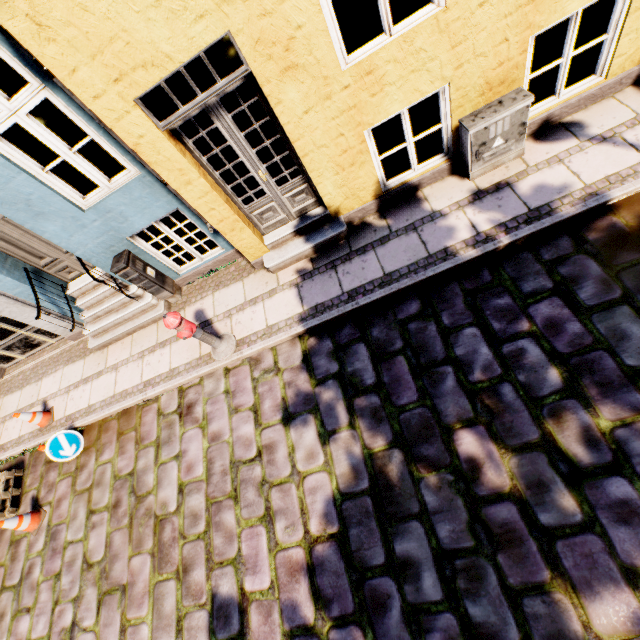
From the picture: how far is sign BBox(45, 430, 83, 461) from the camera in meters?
5.5

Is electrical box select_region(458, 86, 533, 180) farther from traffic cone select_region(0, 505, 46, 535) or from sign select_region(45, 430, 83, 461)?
traffic cone select_region(0, 505, 46, 535)

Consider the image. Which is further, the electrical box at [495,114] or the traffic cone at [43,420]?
the traffic cone at [43,420]

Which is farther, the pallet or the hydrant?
the pallet

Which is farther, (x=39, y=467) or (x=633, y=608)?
(x=39, y=467)

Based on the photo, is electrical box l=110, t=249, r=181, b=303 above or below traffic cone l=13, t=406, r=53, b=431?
above

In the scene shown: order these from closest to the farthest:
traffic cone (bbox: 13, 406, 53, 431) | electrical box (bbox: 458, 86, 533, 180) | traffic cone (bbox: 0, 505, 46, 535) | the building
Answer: the building
electrical box (bbox: 458, 86, 533, 180)
traffic cone (bbox: 0, 505, 46, 535)
traffic cone (bbox: 13, 406, 53, 431)

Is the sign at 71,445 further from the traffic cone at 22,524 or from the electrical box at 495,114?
the electrical box at 495,114
